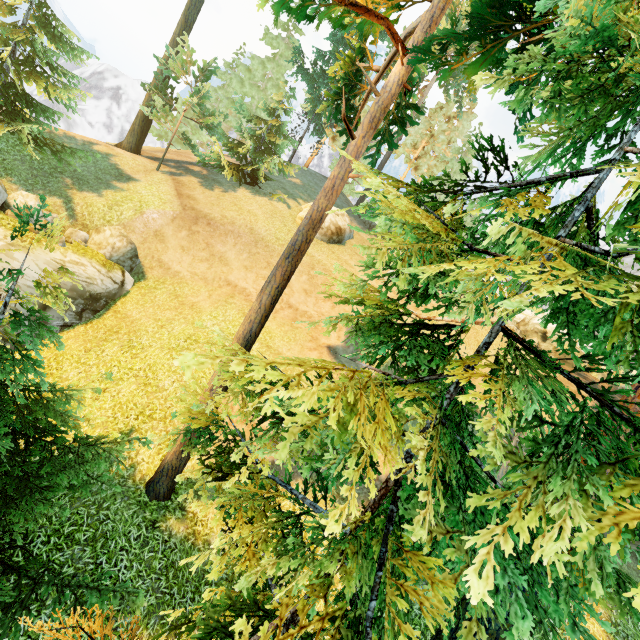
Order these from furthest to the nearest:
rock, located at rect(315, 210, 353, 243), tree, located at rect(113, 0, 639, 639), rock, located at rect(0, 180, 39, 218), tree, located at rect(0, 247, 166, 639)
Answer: rock, located at rect(315, 210, 353, 243) → rock, located at rect(0, 180, 39, 218) → tree, located at rect(0, 247, 166, 639) → tree, located at rect(113, 0, 639, 639)

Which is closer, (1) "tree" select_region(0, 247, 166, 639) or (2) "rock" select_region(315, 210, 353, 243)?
(1) "tree" select_region(0, 247, 166, 639)

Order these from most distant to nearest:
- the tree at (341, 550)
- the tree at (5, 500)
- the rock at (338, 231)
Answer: the rock at (338, 231)
the tree at (5, 500)
the tree at (341, 550)

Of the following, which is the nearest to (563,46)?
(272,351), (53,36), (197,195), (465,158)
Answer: (272,351)

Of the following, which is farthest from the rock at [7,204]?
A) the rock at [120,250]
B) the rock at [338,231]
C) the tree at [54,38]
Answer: the rock at [338,231]

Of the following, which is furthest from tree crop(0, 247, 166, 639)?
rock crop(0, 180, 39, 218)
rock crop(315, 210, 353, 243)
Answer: rock crop(315, 210, 353, 243)

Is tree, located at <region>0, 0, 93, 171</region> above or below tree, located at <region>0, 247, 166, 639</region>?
above

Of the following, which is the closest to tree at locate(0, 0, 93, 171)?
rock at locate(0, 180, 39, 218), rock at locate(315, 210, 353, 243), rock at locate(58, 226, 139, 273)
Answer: rock at locate(0, 180, 39, 218)
